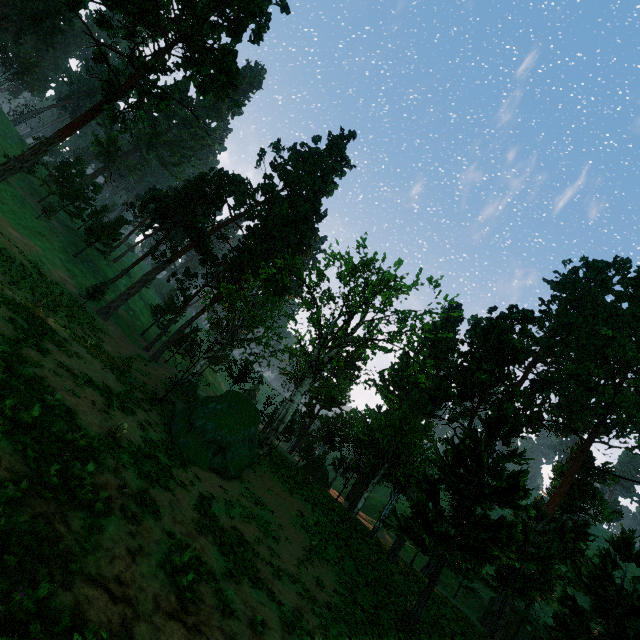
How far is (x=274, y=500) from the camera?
21.7 meters

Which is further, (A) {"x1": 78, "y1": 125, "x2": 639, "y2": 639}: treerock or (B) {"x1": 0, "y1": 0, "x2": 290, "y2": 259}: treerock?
(B) {"x1": 0, "y1": 0, "x2": 290, "y2": 259}: treerock

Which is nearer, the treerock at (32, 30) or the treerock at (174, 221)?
the treerock at (174, 221)
